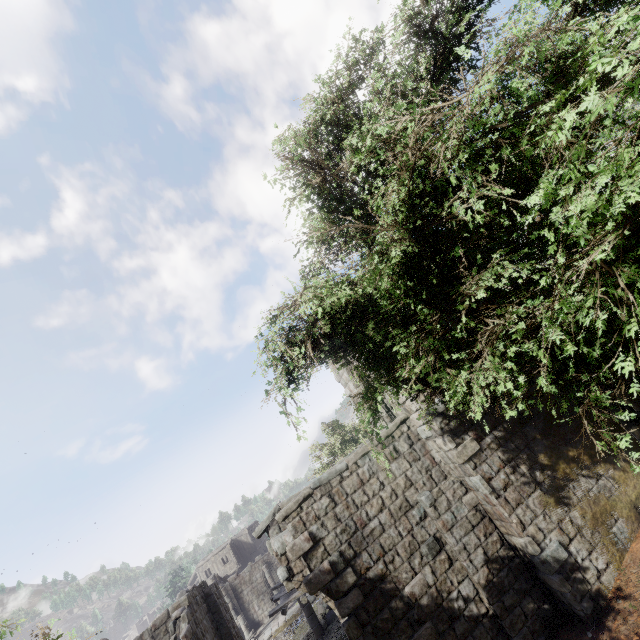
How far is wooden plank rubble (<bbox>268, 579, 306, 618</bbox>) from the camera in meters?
14.6

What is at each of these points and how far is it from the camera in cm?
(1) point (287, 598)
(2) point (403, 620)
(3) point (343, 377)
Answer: (1) wooden plank rubble, 1519
(2) building, 802
(3) building, 1453

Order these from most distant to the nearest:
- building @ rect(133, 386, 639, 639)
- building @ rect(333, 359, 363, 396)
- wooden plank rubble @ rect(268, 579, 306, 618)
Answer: wooden plank rubble @ rect(268, 579, 306, 618)
building @ rect(333, 359, 363, 396)
building @ rect(133, 386, 639, 639)

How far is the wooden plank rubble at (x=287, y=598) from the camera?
14.6m

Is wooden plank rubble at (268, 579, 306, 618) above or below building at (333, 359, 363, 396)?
below

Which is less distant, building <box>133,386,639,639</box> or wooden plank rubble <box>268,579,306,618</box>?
building <box>133,386,639,639</box>

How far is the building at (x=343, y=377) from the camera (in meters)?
13.22

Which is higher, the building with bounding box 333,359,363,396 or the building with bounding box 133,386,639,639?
the building with bounding box 333,359,363,396
